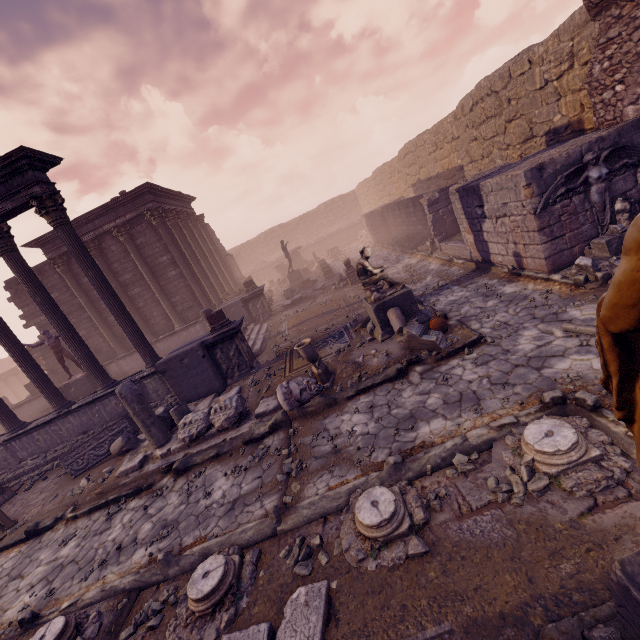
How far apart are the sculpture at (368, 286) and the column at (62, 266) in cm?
1417

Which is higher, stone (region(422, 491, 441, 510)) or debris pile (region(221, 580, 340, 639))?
debris pile (region(221, 580, 340, 639))

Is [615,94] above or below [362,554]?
above

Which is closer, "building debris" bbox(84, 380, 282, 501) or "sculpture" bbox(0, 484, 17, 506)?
"building debris" bbox(84, 380, 282, 501)

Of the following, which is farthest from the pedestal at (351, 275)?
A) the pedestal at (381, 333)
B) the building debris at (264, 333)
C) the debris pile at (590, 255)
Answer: the debris pile at (590, 255)

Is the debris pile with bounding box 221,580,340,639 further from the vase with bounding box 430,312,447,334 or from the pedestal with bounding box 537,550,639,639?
the vase with bounding box 430,312,447,334

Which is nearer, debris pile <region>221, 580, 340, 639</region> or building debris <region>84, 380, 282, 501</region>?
debris pile <region>221, 580, 340, 639</region>

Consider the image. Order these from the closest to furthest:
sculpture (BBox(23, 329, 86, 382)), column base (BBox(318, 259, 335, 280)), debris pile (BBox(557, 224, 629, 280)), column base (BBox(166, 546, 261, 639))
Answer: column base (BBox(166, 546, 261, 639))
debris pile (BBox(557, 224, 629, 280))
sculpture (BBox(23, 329, 86, 382))
column base (BBox(318, 259, 335, 280))
